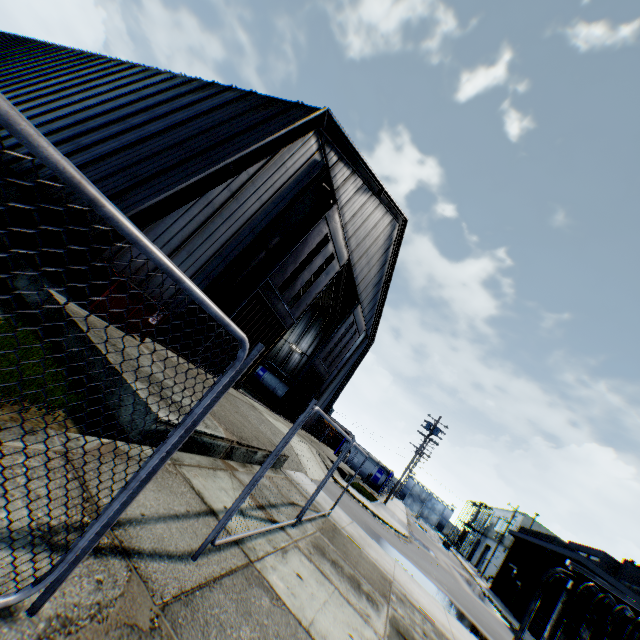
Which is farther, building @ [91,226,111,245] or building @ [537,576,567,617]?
building @ [537,576,567,617]

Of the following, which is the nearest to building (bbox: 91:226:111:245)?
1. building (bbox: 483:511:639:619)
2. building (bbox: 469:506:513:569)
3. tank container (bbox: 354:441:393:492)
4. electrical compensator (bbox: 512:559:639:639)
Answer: tank container (bbox: 354:441:393:492)

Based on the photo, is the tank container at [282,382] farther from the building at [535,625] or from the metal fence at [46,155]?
the building at [535,625]

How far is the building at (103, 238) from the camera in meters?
8.5

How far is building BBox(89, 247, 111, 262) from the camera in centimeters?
900cm

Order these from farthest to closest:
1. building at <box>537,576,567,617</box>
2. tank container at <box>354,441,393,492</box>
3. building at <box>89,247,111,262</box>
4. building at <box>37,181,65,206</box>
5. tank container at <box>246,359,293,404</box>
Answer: tank container at <box>354,441,393,492</box> → tank container at <box>246,359,293,404</box> → building at <box>537,576,567,617</box> → building at <box>37,181,65,206</box> → building at <box>89,247,111,262</box>

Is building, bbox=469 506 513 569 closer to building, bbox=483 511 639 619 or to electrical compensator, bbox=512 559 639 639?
building, bbox=483 511 639 619

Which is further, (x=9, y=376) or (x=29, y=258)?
(x=29, y=258)
